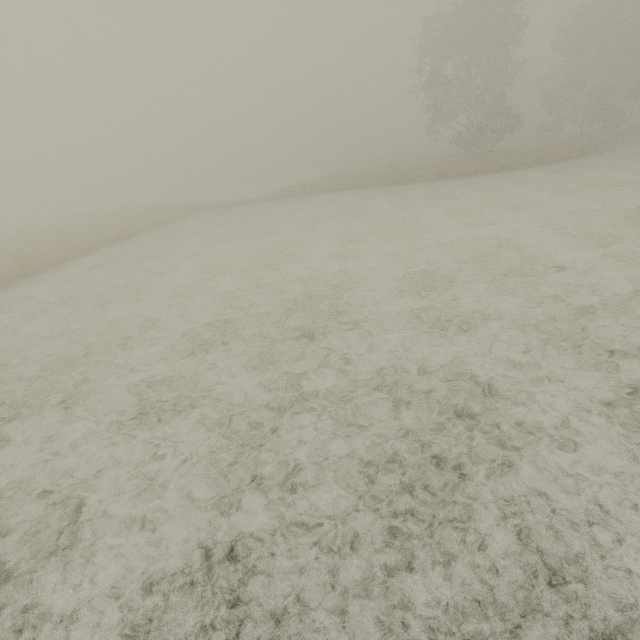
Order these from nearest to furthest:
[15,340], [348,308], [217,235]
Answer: [348,308] < [15,340] < [217,235]
